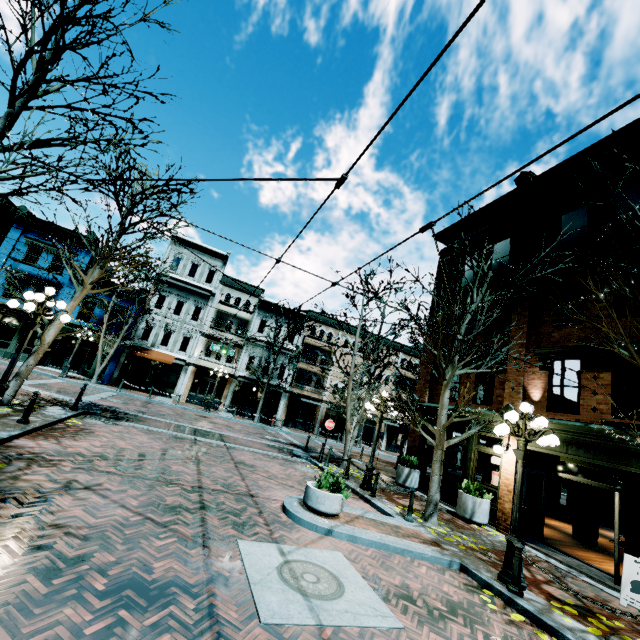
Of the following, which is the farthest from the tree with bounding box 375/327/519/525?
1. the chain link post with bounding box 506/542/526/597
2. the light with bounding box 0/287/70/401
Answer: the light with bounding box 0/287/70/401

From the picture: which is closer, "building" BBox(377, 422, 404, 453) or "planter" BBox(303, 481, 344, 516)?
"planter" BBox(303, 481, 344, 516)

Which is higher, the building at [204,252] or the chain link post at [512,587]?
the building at [204,252]

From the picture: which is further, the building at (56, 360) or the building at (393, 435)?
the building at (393, 435)

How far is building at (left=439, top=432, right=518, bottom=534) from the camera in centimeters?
1088cm

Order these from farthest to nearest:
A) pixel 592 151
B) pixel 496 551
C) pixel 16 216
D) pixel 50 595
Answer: pixel 16 216, pixel 592 151, pixel 496 551, pixel 50 595

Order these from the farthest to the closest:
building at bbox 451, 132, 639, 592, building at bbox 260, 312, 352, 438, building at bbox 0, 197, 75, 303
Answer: building at bbox 260, 312, 352, 438 < building at bbox 0, 197, 75, 303 < building at bbox 451, 132, 639, 592

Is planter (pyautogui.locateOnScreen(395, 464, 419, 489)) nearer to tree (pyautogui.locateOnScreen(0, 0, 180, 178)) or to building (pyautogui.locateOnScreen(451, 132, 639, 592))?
building (pyautogui.locateOnScreen(451, 132, 639, 592))
